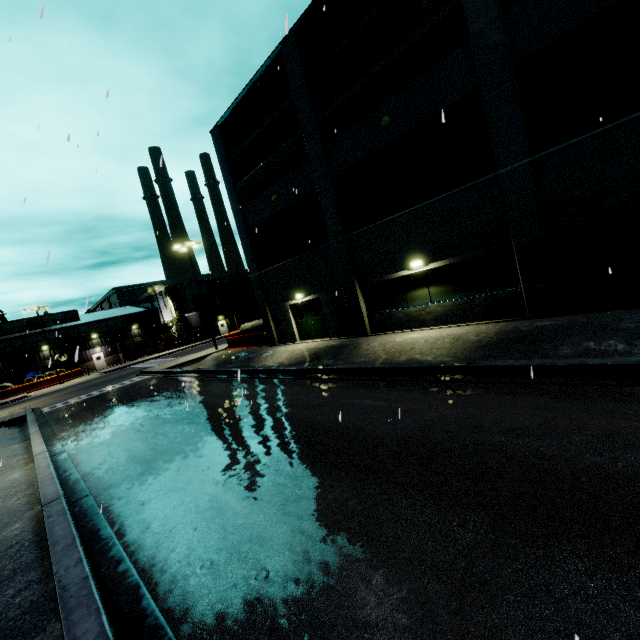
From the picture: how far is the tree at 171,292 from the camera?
50.8 meters

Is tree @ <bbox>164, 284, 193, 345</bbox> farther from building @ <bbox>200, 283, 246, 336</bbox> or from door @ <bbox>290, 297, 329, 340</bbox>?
door @ <bbox>290, 297, 329, 340</bbox>

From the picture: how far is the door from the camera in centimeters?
1889cm

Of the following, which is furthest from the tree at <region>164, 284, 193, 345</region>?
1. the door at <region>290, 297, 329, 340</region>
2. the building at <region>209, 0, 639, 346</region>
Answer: the door at <region>290, 297, 329, 340</region>

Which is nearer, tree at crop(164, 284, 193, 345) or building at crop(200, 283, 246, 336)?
tree at crop(164, 284, 193, 345)

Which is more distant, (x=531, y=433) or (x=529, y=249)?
(x=529, y=249)

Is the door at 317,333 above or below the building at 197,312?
below
